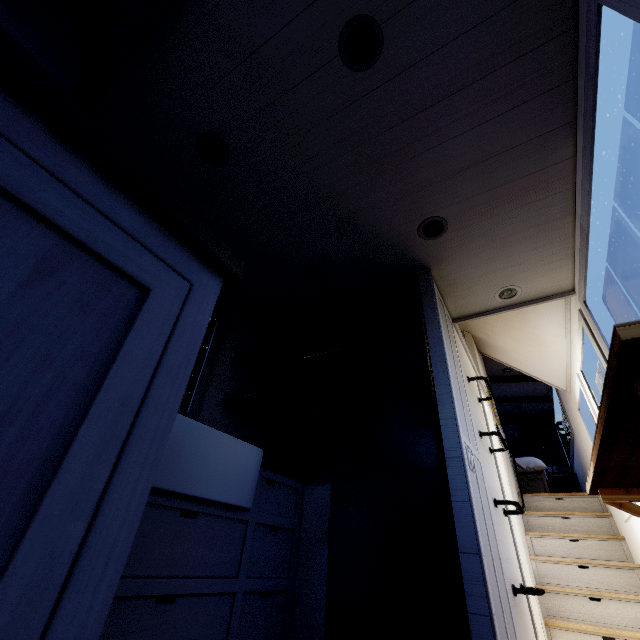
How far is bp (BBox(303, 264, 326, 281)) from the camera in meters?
2.7

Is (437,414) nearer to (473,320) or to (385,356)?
(385,356)

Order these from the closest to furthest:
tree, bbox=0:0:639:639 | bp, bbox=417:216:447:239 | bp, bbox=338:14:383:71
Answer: tree, bbox=0:0:639:639 → bp, bbox=338:14:383:71 → bp, bbox=417:216:447:239

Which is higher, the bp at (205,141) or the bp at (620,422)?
the bp at (205,141)

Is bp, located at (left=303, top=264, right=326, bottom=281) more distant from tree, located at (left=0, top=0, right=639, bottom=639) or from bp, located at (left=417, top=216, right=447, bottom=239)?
bp, located at (left=417, top=216, right=447, bottom=239)

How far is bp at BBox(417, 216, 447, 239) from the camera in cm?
227

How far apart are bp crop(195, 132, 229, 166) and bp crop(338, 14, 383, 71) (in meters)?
0.85

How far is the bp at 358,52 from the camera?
1.5m
